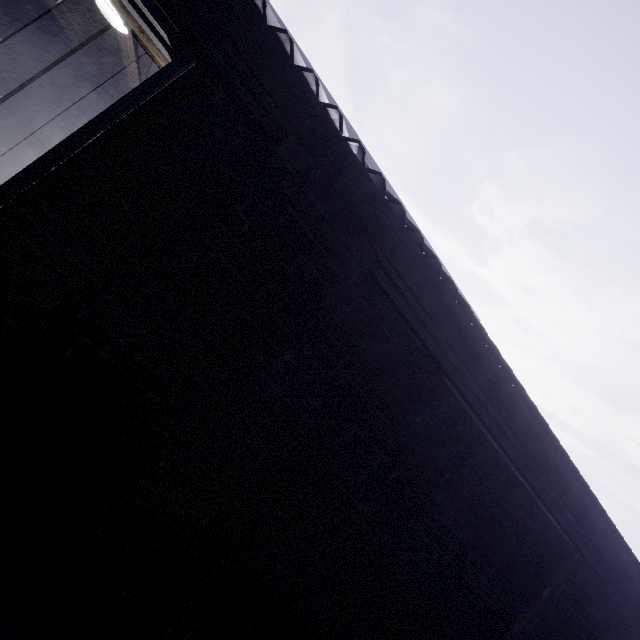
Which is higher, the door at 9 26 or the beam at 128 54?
the beam at 128 54

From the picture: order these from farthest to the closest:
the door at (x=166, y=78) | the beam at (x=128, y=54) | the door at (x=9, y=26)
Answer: the door at (x=9, y=26) < the beam at (x=128, y=54) < the door at (x=166, y=78)

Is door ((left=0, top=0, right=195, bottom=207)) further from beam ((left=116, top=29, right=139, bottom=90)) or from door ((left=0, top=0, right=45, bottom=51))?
door ((left=0, top=0, right=45, bottom=51))

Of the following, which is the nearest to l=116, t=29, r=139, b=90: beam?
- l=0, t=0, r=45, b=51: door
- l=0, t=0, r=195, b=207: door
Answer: l=0, t=0, r=195, b=207: door

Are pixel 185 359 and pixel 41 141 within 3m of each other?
no

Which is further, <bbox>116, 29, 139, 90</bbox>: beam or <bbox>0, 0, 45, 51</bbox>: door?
<bbox>0, 0, 45, 51</bbox>: door
